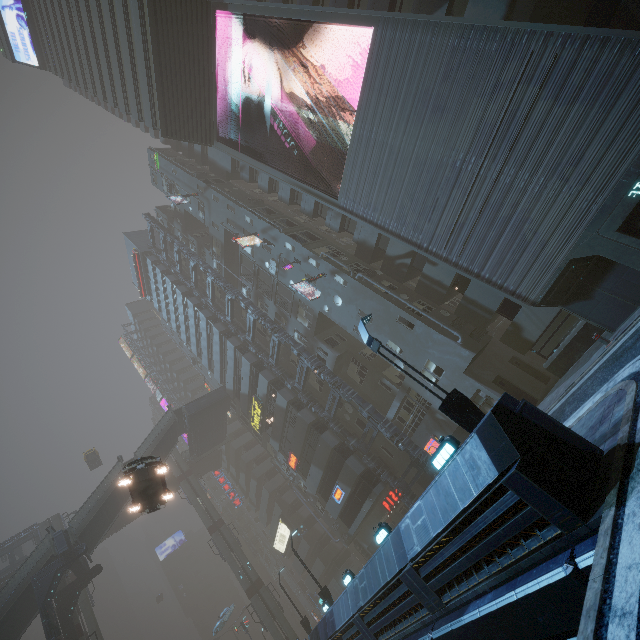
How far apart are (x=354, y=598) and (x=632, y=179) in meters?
19.2 m

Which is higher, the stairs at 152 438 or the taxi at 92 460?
the taxi at 92 460

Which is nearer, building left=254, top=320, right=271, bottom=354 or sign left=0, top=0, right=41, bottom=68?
building left=254, top=320, right=271, bottom=354

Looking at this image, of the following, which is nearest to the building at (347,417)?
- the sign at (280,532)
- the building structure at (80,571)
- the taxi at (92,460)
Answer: the sign at (280,532)

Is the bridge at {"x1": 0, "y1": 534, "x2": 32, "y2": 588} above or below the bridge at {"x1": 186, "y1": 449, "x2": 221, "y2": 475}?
above

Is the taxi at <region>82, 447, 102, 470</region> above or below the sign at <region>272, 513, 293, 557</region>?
above

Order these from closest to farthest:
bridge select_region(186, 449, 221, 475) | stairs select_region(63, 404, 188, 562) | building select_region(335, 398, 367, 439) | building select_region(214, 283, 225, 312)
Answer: building select_region(335, 398, 367, 439), stairs select_region(63, 404, 188, 562), building select_region(214, 283, 225, 312), bridge select_region(186, 449, 221, 475)

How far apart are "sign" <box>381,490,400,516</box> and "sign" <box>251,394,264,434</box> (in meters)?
14.24
